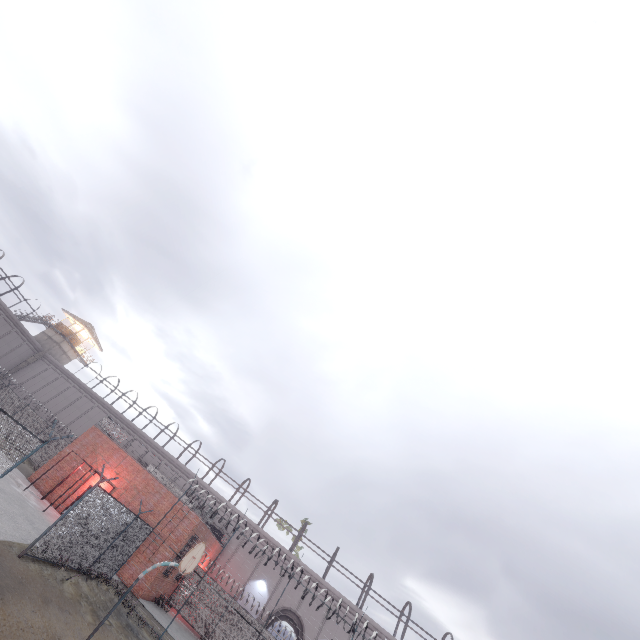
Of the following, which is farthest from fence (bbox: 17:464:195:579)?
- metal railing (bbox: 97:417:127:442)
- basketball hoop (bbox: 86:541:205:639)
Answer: basketball hoop (bbox: 86:541:205:639)

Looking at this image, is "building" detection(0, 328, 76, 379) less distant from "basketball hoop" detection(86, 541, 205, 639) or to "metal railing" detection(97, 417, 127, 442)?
"metal railing" detection(97, 417, 127, 442)

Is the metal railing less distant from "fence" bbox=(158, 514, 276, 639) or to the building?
"fence" bbox=(158, 514, 276, 639)

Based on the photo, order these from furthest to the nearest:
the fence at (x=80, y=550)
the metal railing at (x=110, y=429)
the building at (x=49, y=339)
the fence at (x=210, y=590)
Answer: the building at (x=49, y=339), the metal railing at (x=110, y=429), the fence at (x=210, y=590), the fence at (x=80, y=550)

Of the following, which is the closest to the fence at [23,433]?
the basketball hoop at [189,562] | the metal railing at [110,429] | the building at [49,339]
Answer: the metal railing at [110,429]

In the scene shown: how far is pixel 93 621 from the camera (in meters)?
11.46

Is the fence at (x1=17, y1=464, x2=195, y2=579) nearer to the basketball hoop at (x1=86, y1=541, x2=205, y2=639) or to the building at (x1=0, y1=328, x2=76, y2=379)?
the basketball hoop at (x1=86, y1=541, x2=205, y2=639)

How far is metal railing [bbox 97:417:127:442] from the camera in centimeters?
2570cm
